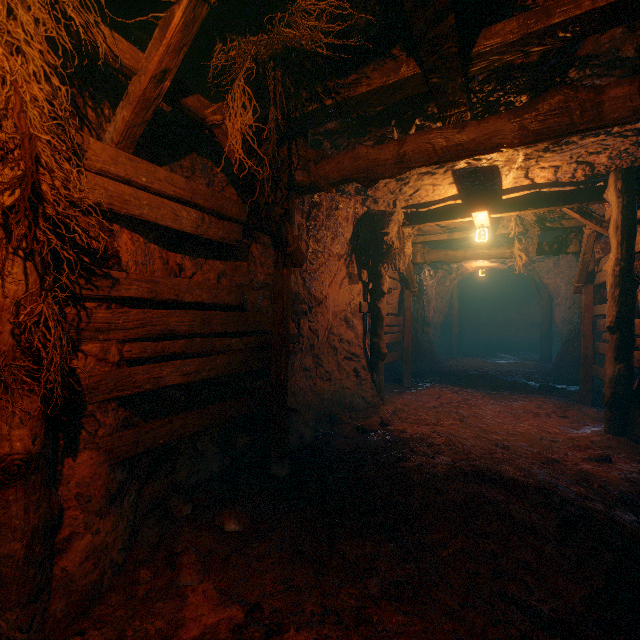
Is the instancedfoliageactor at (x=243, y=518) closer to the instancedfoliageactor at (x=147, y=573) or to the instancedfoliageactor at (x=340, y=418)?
the instancedfoliageactor at (x=147, y=573)

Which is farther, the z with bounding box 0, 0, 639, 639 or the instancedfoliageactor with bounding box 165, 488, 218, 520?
the instancedfoliageactor with bounding box 165, 488, 218, 520

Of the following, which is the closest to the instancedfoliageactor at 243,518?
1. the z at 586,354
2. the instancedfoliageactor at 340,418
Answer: the z at 586,354

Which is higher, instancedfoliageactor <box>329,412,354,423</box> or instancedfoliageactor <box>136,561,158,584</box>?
instancedfoliageactor <box>136,561,158,584</box>

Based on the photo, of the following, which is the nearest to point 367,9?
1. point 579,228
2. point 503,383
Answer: point 579,228

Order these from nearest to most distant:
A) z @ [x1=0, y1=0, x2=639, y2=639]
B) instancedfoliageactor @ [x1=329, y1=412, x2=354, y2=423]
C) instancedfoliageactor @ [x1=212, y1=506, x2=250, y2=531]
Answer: z @ [x1=0, y1=0, x2=639, y2=639] < instancedfoliageactor @ [x1=212, y1=506, x2=250, y2=531] < instancedfoliageactor @ [x1=329, y1=412, x2=354, y2=423]

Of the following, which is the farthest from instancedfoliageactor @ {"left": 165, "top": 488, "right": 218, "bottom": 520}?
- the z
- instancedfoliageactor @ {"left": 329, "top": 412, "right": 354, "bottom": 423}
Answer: instancedfoliageactor @ {"left": 329, "top": 412, "right": 354, "bottom": 423}

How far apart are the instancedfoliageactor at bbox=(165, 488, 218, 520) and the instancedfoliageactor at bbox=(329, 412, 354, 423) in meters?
2.9 m
